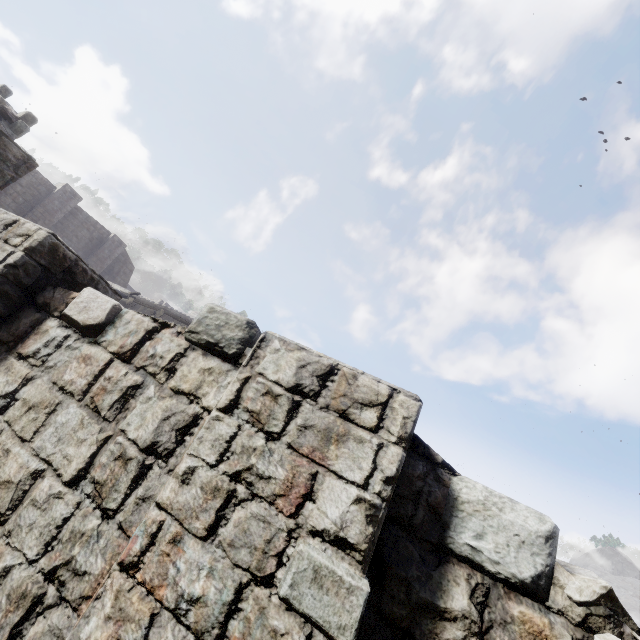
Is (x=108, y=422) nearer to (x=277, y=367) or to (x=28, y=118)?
(x=277, y=367)
